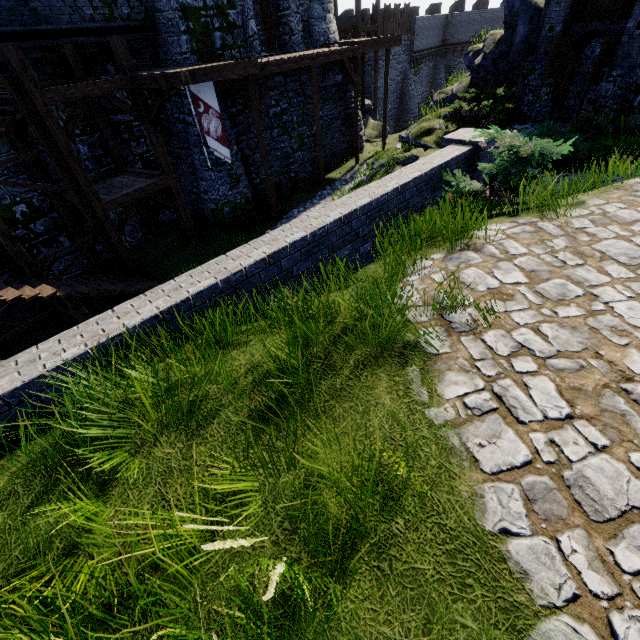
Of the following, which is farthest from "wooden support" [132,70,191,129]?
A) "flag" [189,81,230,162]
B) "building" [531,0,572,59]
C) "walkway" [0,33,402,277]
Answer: "building" [531,0,572,59]

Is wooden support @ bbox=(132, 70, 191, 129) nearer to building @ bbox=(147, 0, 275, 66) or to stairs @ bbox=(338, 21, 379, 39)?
building @ bbox=(147, 0, 275, 66)

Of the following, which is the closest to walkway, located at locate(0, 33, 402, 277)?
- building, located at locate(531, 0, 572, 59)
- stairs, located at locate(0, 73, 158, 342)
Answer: stairs, located at locate(0, 73, 158, 342)

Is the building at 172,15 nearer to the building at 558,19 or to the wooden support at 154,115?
the wooden support at 154,115

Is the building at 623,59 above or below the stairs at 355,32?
below

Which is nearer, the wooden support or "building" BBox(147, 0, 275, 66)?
the wooden support

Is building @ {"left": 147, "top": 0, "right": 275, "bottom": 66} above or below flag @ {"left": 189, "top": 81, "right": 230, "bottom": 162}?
above

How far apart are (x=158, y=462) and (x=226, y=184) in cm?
1466
